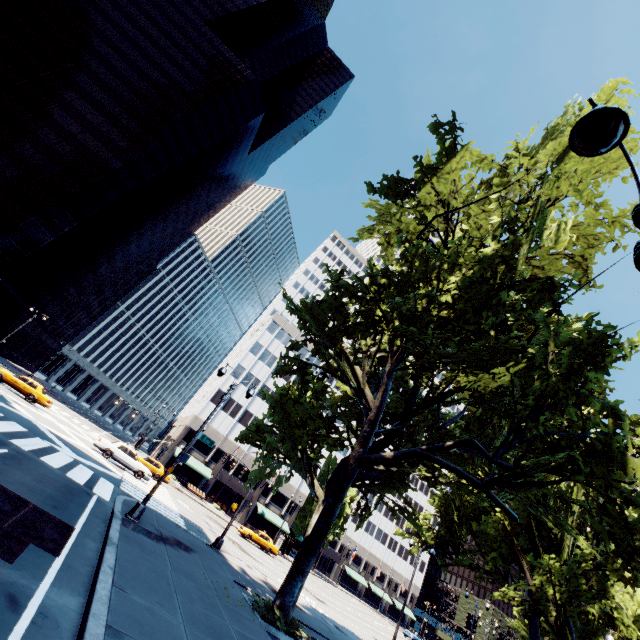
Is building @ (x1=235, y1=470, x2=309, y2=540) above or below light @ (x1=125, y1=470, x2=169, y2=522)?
above

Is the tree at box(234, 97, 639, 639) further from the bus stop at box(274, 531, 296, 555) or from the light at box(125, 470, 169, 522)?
the bus stop at box(274, 531, 296, 555)

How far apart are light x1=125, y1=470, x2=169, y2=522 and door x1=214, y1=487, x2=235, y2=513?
42.9 meters

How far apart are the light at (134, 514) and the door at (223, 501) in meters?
42.9 m

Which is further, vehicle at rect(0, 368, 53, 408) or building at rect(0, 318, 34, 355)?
building at rect(0, 318, 34, 355)

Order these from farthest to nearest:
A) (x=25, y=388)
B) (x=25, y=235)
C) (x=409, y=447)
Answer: (x=25, y=235) < (x=25, y=388) < (x=409, y=447)

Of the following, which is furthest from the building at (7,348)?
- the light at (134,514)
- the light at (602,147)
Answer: the light at (602,147)

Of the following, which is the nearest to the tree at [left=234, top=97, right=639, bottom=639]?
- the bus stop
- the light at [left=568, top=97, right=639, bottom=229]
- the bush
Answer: the bush
